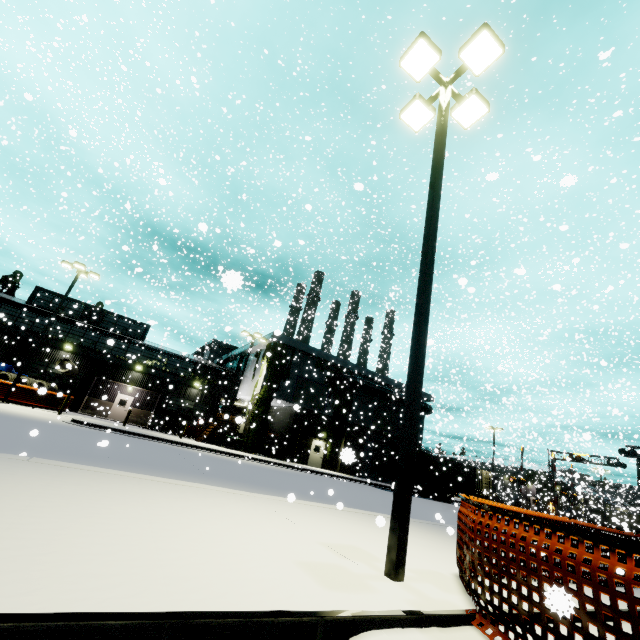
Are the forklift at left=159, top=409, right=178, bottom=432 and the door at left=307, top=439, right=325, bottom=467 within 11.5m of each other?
no

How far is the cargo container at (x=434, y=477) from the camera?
27.44m

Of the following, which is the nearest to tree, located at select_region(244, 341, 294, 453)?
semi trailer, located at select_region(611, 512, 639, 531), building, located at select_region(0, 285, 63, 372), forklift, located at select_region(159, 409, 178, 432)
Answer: building, located at select_region(0, 285, 63, 372)

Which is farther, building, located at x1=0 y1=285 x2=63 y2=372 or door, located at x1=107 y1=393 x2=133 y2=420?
door, located at x1=107 y1=393 x2=133 y2=420

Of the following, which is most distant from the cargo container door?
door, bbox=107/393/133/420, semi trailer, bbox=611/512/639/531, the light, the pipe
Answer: semi trailer, bbox=611/512/639/531

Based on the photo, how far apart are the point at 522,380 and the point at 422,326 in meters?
41.7 m

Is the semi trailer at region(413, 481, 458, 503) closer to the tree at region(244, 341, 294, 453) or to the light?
the tree at region(244, 341, 294, 453)

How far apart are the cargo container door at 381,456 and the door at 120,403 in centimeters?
2470cm
